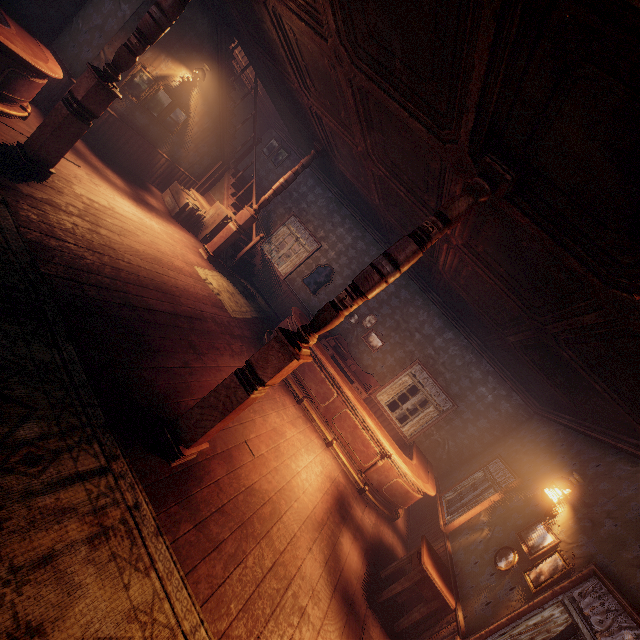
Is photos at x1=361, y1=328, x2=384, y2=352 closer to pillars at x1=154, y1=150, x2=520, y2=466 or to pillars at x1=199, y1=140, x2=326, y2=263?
pillars at x1=199, y1=140, x2=326, y2=263

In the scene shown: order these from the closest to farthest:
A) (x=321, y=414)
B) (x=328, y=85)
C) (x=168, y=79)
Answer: (x=328, y=85), (x=321, y=414), (x=168, y=79)

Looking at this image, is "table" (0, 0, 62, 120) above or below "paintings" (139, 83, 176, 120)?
below

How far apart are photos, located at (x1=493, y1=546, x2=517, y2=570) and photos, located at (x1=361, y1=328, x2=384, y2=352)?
5.30m

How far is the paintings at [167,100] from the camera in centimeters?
704cm

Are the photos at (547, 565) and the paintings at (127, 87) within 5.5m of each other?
no

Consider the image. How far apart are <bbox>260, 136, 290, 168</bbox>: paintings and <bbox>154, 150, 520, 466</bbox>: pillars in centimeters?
933cm

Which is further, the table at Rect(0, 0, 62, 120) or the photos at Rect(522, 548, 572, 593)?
the table at Rect(0, 0, 62, 120)
